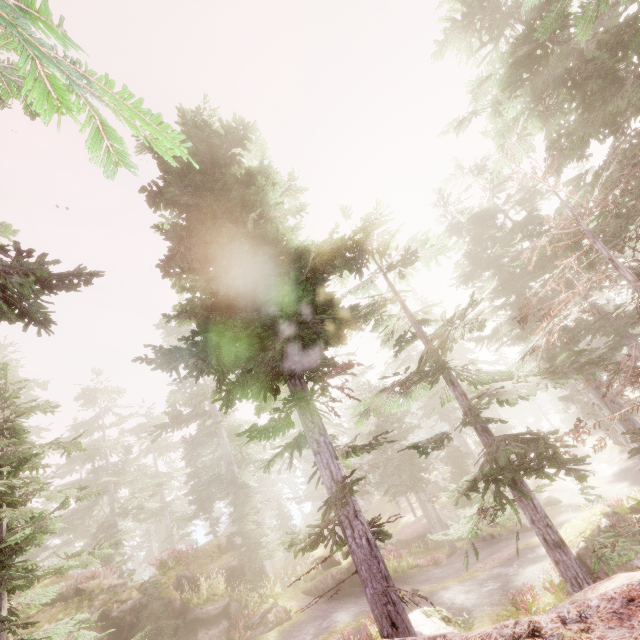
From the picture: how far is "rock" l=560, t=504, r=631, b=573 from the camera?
11.9 meters

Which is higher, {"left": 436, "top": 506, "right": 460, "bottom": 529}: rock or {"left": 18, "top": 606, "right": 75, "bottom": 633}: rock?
{"left": 18, "top": 606, "right": 75, "bottom": 633}: rock

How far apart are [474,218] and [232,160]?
20.03m

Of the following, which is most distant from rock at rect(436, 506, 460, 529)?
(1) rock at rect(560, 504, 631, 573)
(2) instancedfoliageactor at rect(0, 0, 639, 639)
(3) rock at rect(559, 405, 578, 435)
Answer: (3) rock at rect(559, 405, 578, 435)

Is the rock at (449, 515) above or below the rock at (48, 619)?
below

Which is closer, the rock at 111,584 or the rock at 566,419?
the rock at 111,584
